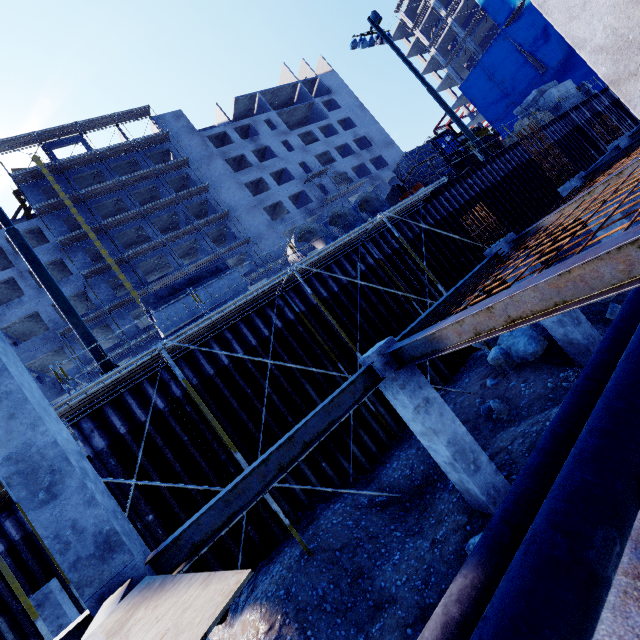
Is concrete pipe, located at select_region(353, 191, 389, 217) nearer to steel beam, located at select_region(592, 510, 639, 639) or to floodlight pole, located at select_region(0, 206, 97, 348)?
floodlight pole, located at select_region(0, 206, 97, 348)

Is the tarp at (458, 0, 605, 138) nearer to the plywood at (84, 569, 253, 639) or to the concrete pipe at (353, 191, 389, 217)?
the concrete pipe at (353, 191, 389, 217)

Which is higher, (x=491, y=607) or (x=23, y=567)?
(x=23, y=567)

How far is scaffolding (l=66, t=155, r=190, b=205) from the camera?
32.2m

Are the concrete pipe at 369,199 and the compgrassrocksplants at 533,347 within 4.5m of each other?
no

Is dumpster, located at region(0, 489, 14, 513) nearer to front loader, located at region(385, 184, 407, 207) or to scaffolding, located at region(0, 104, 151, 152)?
scaffolding, located at region(0, 104, 151, 152)

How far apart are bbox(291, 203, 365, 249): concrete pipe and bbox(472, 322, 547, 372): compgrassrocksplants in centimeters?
572cm

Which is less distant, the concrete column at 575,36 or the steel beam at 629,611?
the steel beam at 629,611
